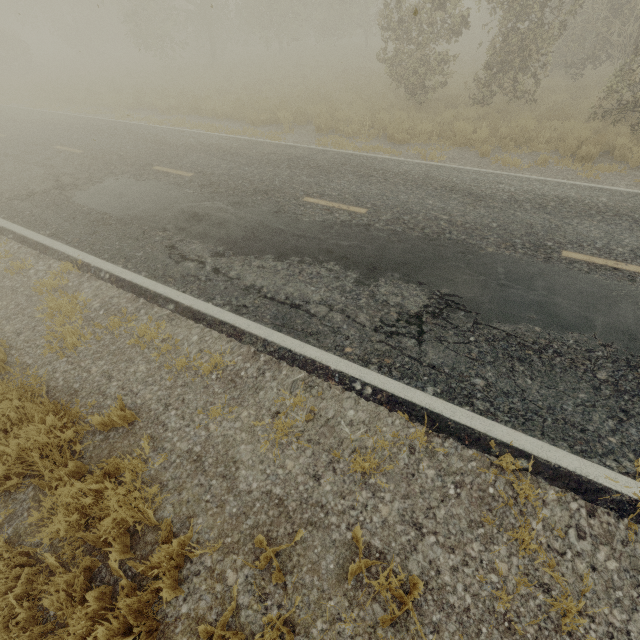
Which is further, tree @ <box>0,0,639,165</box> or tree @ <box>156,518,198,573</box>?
tree @ <box>0,0,639,165</box>

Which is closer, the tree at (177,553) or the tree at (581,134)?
the tree at (177,553)

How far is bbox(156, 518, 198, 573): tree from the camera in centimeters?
256cm

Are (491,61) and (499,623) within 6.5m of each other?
no

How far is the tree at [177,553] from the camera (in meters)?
2.56
